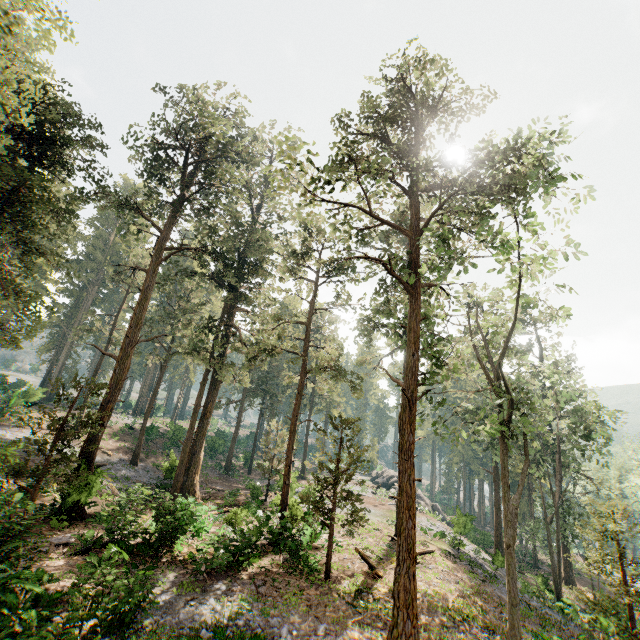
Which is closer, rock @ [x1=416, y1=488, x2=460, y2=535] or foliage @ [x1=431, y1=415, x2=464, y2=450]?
foliage @ [x1=431, y1=415, x2=464, y2=450]

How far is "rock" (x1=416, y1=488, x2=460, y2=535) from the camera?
34.4 meters

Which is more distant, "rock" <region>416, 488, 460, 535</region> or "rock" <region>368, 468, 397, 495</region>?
"rock" <region>368, 468, 397, 495</region>

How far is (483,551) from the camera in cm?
3081

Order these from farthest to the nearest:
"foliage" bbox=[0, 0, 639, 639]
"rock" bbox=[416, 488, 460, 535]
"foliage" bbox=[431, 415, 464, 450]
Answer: "rock" bbox=[416, 488, 460, 535] → "foliage" bbox=[0, 0, 639, 639] → "foliage" bbox=[431, 415, 464, 450]

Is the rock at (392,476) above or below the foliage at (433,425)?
below

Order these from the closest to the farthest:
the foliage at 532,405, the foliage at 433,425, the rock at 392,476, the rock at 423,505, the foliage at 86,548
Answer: the foliage at 433,425 → the foliage at 532,405 → the foliage at 86,548 → the rock at 423,505 → the rock at 392,476

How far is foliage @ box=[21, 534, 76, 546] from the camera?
14.1 meters
